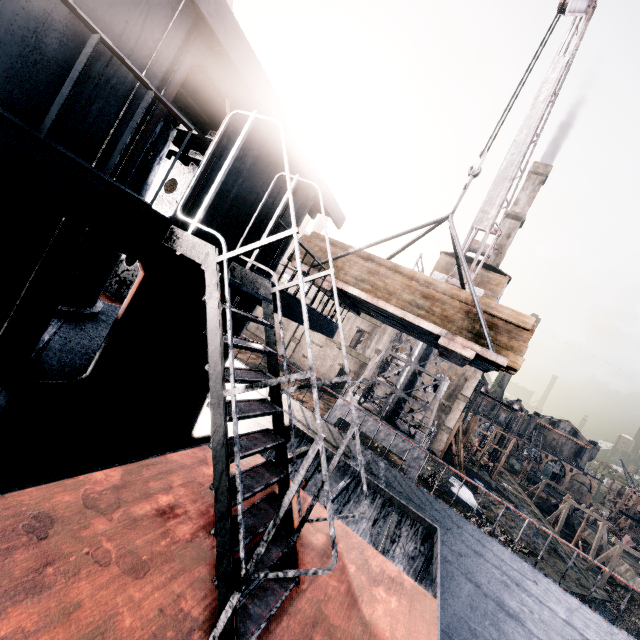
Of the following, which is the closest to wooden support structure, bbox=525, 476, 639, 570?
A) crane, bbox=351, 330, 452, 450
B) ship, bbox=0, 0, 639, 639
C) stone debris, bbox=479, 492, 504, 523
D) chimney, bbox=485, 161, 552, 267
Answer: stone debris, bbox=479, 492, 504, 523

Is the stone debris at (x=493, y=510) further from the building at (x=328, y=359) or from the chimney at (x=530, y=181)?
the chimney at (x=530, y=181)

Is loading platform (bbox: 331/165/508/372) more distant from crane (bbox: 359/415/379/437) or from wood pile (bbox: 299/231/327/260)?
crane (bbox: 359/415/379/437)

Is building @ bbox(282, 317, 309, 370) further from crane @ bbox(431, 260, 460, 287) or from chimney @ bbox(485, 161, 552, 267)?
crane @ bbox(431, 260, 460, 287)

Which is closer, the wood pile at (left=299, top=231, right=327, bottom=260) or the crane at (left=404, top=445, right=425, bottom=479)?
the wood pile at (left=299, top=231, right=327, bottom=260)

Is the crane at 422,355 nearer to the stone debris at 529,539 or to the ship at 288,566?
the ship at 288,566

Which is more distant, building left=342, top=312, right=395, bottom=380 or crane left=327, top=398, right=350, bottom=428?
building left=342, top=312, right=395, bottom=380

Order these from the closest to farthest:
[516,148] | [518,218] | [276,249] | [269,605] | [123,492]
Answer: [269,605] < [123,492] < [276,249] < [516,148] < [518,218]
